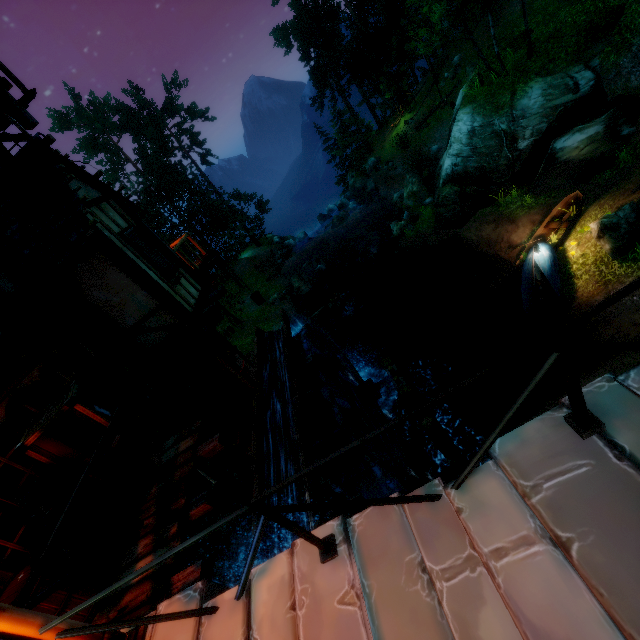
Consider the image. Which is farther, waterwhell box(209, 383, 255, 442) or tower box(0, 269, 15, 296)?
waterwhell box(209, 383, 255, 442)

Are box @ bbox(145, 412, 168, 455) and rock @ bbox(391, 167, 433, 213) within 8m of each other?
no

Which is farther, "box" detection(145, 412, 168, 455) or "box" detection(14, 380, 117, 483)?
"box" detection(145, 412, 168, 455)

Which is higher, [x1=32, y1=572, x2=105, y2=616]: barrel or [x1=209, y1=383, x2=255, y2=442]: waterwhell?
[x1=32, y1=572, x2=105, y2=616]: barrel

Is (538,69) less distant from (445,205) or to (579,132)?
(579,132)

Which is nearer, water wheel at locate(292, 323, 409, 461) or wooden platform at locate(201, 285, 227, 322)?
wooden platform at locate(201, 285, 227, 322)

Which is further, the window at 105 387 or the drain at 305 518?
the window at 105 387

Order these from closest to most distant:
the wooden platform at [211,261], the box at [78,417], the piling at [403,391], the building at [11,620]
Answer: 1. the building at [11,620]
2. the box at [78,417]
3. the wooden platform at [211,261]
4. the piling at [403,391]
